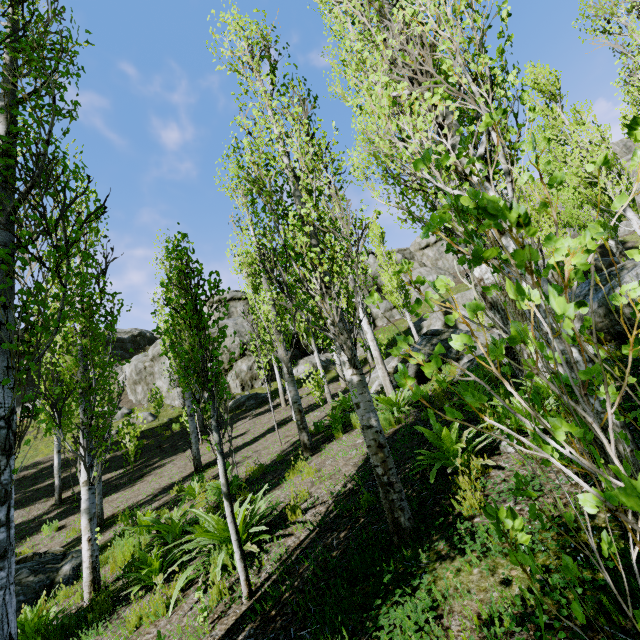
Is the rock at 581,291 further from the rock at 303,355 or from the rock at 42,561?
the rock at 42,561

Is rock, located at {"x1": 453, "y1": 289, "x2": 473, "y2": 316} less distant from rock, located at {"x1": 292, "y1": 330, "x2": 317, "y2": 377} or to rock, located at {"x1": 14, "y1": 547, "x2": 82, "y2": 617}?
rock, located at {"x1": 292, "y1": 330, "x2": 317, "y2": 377}

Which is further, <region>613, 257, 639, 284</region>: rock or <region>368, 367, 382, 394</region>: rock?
<region>368, 367, 382, 394</region>: rock

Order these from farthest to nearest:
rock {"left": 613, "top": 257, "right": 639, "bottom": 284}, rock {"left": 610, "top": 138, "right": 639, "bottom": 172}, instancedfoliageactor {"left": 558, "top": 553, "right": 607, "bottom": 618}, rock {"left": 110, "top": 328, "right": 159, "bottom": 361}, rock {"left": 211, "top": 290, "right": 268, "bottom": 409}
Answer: rock {"left": 610, "top": 138, "right": 639, "bottom": 172}, rock {"left": 110, "top": 328, "right": 159, "bottom": 361}, rock {"left": 211, "top": 290, "right": 268, "bottom": 409}, rock {"left": 613, "top": 257, "right": 639, "bottom": 284}, instancedfoliageactor {"left": 558, "top": 553, "right": 607, "bottom": 618}

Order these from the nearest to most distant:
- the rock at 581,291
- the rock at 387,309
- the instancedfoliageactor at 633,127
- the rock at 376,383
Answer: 1. the rock at 581,291
2. the instancedfoliageactor at 633,127
3. the rock at 376,383
4. the rock at 387,309

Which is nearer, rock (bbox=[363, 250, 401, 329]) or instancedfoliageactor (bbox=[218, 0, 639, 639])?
instancedfoliageactor (bbox=[218, 0, 639, 639])

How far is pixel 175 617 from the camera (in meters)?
3.93

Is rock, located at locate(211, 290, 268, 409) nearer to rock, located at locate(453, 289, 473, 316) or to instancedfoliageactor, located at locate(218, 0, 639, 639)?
instancedfoliageactor, located at locate(218, 0, 639, 639)
